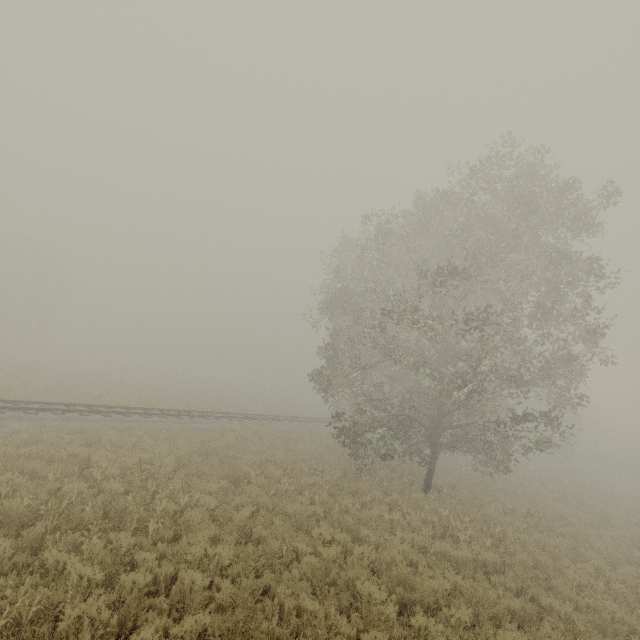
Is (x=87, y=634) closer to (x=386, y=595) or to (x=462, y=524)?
(x=386, y=595)

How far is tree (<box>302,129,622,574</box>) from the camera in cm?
1303

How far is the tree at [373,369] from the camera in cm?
1303
